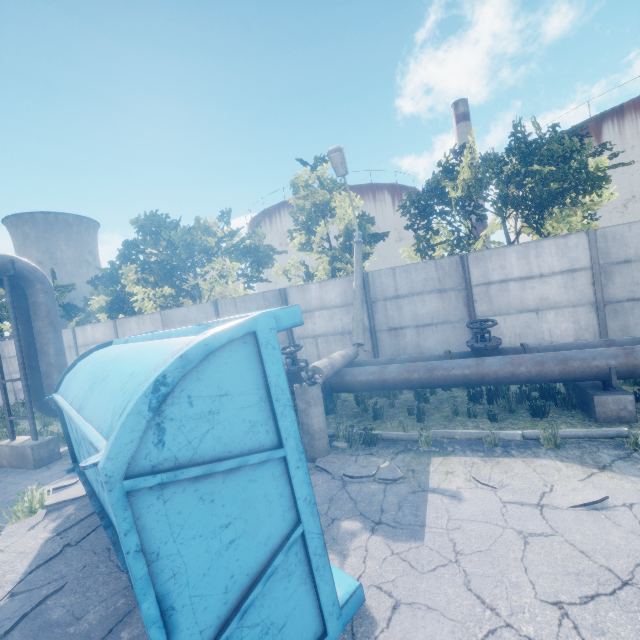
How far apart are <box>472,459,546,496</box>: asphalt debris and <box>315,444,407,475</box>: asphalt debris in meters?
1.0

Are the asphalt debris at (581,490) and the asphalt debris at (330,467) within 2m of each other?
Result: yes

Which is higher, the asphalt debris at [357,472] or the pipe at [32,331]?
the pipe at [32,331]

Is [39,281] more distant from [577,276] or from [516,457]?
[577,276]

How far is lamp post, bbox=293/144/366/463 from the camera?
5.89m

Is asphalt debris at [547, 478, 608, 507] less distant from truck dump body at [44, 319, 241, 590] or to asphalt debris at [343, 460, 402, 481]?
asphalt debris at [343, 460, 402, 481]

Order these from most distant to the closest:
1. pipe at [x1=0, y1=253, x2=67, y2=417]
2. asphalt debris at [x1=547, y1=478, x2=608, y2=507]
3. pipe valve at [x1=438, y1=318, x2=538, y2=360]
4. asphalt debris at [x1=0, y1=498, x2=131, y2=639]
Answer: pipe at [x1=0, y1=253, x2=67, y2=417], pipe valve at [x1=438, y1=318, x2=538, y2=360], asphalt debris at [x1=547, y1=478, x2=608, y2=507], asphalt debris at [x1=0, y1=498, x2=131, y2=639]

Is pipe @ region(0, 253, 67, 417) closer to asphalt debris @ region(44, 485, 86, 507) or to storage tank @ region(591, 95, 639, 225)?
asphalt debris @ region(44, 485, 86, 507)
